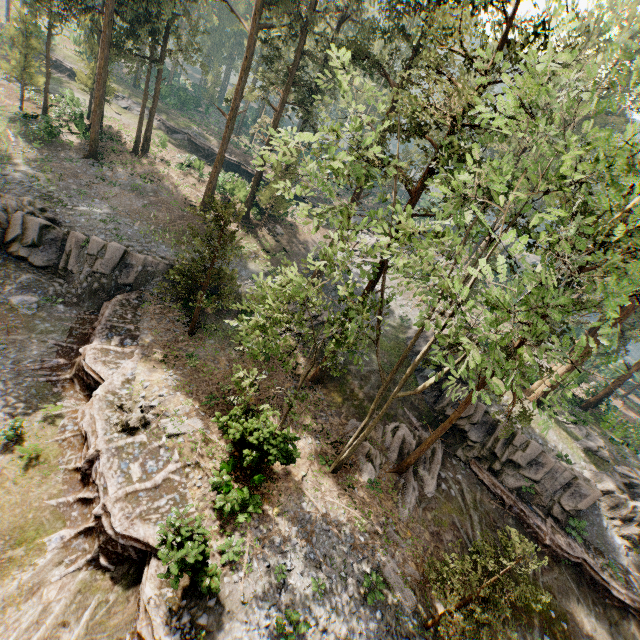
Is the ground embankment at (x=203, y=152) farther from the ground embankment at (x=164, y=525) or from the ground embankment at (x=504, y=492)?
the ground embankment at (x=504, y=492)

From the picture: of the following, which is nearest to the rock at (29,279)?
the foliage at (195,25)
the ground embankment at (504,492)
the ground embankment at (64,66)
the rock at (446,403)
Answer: the foliage at (195,25)

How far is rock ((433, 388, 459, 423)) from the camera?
23.06m

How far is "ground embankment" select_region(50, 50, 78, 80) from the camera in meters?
45.6 m

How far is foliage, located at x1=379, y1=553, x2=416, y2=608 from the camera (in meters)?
14.26

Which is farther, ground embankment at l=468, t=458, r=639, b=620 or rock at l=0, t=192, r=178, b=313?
rock at l=0, t=192, r=178, b=313

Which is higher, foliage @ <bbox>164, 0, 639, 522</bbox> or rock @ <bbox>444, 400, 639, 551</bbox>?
foliage @ <bbox>164, 0, 639, 522</bbox>

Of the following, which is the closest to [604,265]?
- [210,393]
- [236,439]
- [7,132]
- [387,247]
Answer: [387,247]
